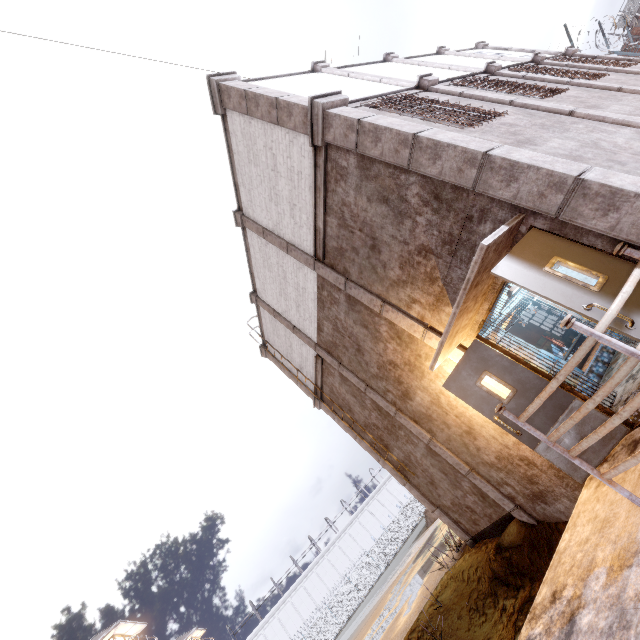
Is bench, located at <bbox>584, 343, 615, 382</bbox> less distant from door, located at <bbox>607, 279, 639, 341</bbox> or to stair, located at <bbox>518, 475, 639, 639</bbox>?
stair, located at <bbox>518, 475, 639, 639</bbox>

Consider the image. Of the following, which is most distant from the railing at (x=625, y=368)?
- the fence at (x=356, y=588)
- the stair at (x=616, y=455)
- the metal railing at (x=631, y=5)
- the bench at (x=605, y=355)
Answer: the metal railing at (x=631, y=5)

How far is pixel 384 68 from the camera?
8.9 meters

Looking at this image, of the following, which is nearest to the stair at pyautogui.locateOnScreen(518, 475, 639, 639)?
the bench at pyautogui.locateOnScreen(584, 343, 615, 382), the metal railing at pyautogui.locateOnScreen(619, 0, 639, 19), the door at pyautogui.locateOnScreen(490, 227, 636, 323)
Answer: the door at pyautogui.locateOnScreen(490, 227, 636, 323)

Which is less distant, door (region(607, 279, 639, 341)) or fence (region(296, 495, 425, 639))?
door (region(607, 279, 639, 341))

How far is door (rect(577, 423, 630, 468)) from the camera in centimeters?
423cm

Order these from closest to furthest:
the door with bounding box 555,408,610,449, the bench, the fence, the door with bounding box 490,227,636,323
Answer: the door with bounding box 490,227,636,323, the door with bounding box 555,408,610,449, the bench, the fence

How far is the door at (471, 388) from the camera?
4.6 meters
